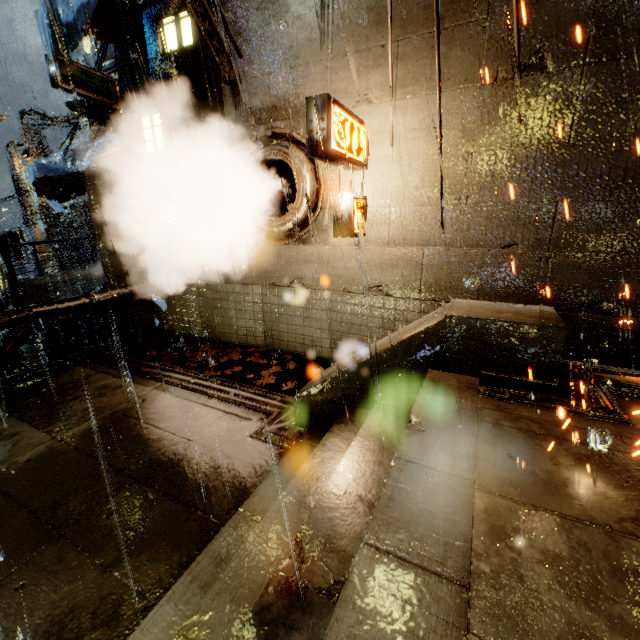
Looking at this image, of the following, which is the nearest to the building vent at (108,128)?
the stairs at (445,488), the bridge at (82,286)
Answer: the bridge at (82,286)

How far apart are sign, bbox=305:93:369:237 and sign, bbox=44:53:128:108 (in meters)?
6.82

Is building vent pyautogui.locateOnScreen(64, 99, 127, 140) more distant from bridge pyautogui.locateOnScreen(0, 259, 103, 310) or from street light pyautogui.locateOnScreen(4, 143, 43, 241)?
street light pyautogui.locateOnScreen(4, 143, 43, 241)

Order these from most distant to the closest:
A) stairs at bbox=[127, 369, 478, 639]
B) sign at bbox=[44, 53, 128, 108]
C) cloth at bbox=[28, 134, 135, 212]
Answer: cloth at bbox=[28, 134, 135, 212] < sign at bbox=[44, 53, 128, 108] < stairs at bbox=[127, 369, 478, 639]

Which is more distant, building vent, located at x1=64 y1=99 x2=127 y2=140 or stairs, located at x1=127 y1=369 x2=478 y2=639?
building vent, located at x1=64 y1=99 x2=127 y2=140

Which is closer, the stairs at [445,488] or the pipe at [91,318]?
the stairs at [445,488]

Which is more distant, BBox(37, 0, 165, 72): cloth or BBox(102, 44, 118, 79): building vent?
BBox(102, 44, 118, 79): building vent

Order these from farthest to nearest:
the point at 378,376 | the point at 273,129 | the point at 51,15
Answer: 1. the point at 273,129
2. the point at 51,15
3. the point at 378,376
